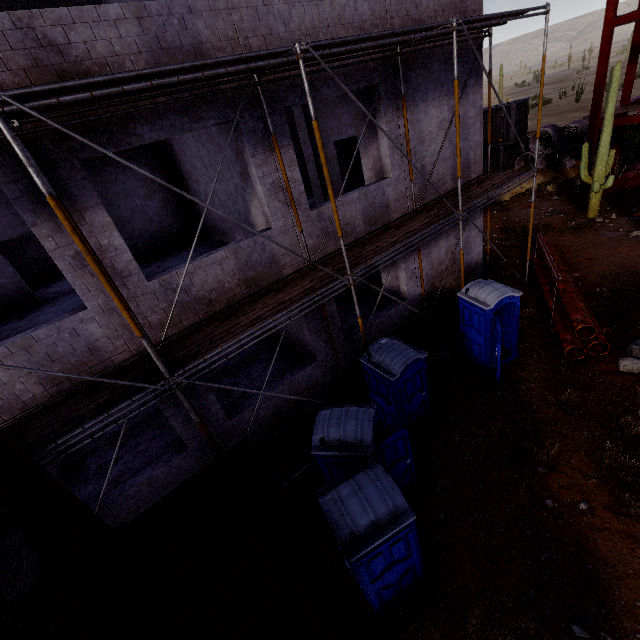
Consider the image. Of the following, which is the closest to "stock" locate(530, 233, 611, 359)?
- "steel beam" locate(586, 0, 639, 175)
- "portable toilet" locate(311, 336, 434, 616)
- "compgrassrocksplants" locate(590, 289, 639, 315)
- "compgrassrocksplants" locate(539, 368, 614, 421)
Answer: "compgrassrocksplants" locate(539, 368, 614, 421)

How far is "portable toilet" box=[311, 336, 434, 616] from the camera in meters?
4.6 m

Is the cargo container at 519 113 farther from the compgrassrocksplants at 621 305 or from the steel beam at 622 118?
the compgrassrocksplants at 621 305

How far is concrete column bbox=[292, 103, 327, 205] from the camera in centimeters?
1114cm

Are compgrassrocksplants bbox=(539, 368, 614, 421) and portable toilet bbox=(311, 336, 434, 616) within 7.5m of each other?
yes

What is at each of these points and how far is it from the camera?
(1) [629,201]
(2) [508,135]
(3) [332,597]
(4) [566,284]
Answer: (1) compgrassrocksplants, 16.0m
(2) cargo container, 23.8m
(3) cargo container, 3.8m
(4) stock, 10.3m

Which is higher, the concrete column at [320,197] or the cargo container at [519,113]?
the concrete column at [320,197]

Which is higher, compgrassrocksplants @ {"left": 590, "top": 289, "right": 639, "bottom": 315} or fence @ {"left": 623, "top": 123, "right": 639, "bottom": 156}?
fence @ {"left": 623, "top": 123, "right": 639, "bottom": 156}
